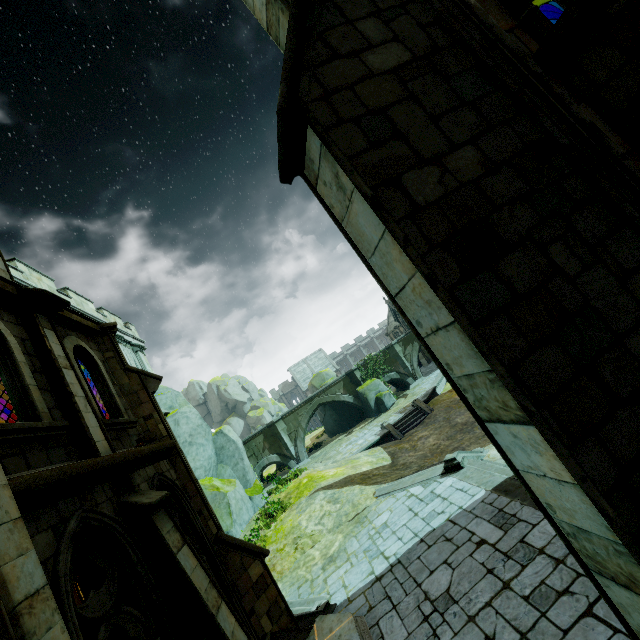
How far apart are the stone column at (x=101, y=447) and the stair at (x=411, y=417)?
19.81m

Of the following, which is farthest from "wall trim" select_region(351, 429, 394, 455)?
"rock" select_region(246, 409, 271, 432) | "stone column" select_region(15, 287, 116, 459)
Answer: "rock" select_region(246, 409, 271, 432)

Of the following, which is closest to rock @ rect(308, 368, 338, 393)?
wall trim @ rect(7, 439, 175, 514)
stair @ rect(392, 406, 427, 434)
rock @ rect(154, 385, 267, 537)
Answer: stair @ rect(392, 406, 427, 434)

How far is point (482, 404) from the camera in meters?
3.4 m

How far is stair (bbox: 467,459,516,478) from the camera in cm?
927

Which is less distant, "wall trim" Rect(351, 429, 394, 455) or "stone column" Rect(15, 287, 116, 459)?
"stone column" Rect(15, 287, 116, 459)

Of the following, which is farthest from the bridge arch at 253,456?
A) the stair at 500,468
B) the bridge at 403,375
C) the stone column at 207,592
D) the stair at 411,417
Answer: the stone column at 207,592

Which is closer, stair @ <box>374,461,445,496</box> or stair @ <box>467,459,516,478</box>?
stair @ <box>467,459,516,478</box>
